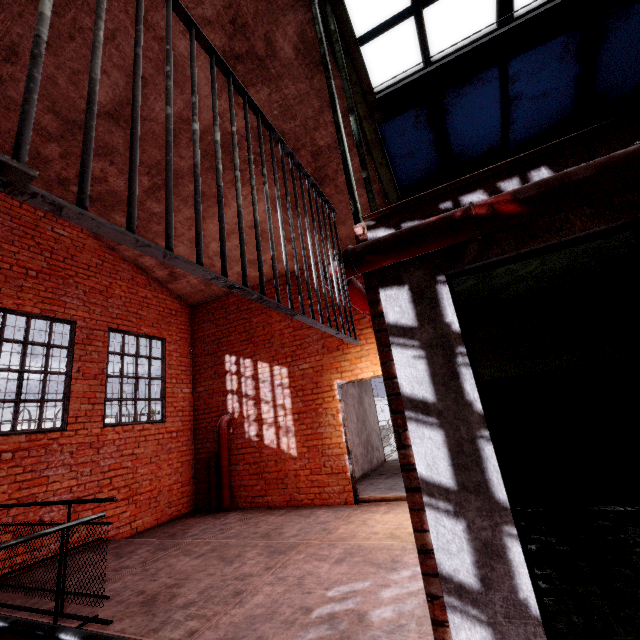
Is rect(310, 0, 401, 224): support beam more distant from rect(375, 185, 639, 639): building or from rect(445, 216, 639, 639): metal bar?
rect(445, 216, 639, 639): metal bar

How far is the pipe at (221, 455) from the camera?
6.84m

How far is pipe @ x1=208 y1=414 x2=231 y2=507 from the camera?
6.8m

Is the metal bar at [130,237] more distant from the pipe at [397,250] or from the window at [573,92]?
the window at [573,92]

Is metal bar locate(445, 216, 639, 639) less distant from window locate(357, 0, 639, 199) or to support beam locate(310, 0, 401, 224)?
support beam locate(310, 0, 401, 224)

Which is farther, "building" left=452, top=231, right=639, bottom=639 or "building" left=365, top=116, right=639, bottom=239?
"building" left=452, top=231, right=639, bottom=639

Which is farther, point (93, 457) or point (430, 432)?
point (93, 457)

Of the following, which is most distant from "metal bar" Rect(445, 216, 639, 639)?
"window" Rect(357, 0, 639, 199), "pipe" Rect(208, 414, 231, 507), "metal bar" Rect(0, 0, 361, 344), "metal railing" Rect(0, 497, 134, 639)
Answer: "pipe" Rect(208, 414, 231, 507)
